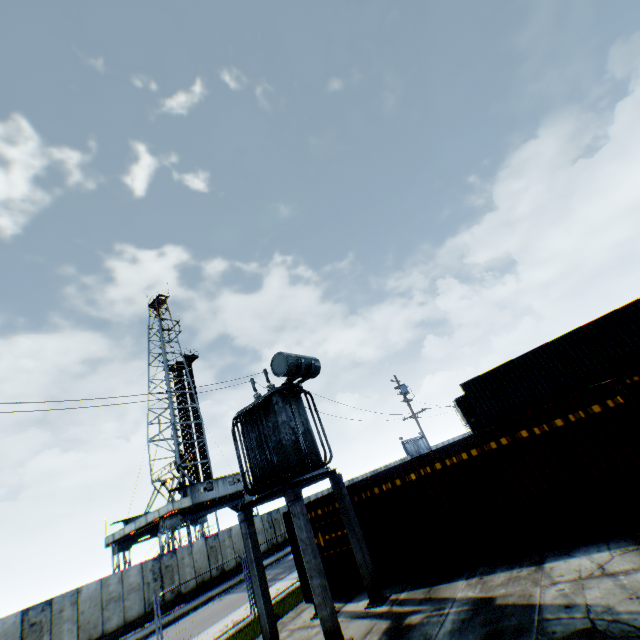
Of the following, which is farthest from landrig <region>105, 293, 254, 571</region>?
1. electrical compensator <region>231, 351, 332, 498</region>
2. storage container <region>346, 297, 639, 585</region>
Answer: electrical compensator <region>231, 351, 332, 498</region>

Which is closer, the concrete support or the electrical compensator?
the concrete support

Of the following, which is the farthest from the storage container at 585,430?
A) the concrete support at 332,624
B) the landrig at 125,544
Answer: the landrig at 125,544

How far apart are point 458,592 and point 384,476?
3.61m

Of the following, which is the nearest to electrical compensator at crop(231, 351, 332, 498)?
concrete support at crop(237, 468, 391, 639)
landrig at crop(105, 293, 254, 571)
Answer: concrete support at crop(237, 468, 391, 639)

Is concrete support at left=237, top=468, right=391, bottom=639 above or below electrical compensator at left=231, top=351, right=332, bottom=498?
below

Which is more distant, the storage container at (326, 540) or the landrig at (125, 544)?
the landrig at (125, 544)

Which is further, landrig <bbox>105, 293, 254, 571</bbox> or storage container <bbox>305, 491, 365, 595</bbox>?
landrig <bbox>105, 293, 254, 571</bbox>
